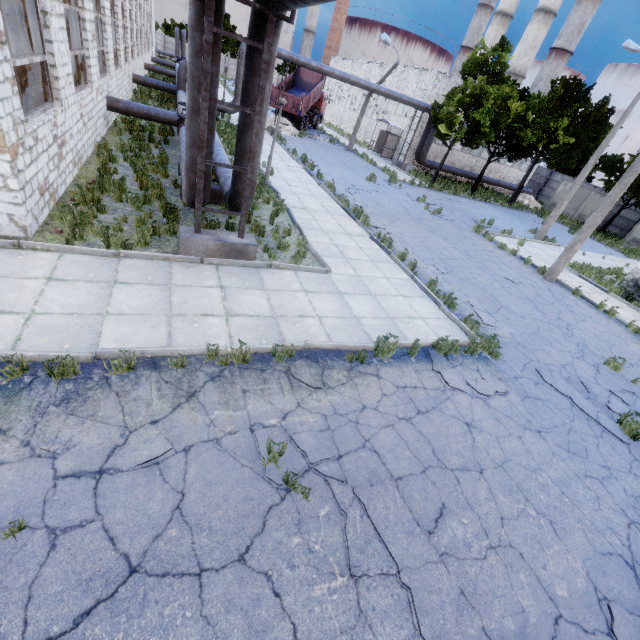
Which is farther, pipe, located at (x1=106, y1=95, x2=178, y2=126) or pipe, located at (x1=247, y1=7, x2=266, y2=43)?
pipe, located at (x1=106, y1=95, x2=178, y2=126)

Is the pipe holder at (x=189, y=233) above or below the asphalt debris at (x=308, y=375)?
above

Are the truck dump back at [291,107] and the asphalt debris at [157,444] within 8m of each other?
no

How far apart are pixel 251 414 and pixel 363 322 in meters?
3.7 m

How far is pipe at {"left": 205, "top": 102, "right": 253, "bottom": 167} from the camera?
6.5m

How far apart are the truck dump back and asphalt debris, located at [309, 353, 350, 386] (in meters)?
29.99

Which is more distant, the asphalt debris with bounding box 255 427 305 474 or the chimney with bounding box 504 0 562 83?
the chimney with bounding box 504 0 562 83

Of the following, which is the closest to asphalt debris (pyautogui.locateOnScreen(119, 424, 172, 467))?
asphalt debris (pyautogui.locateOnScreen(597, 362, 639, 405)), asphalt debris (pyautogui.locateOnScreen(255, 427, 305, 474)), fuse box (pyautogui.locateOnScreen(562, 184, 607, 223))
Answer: asphalt debris (pyautogui.locateOnScreen(255, 427, 305, 474))
